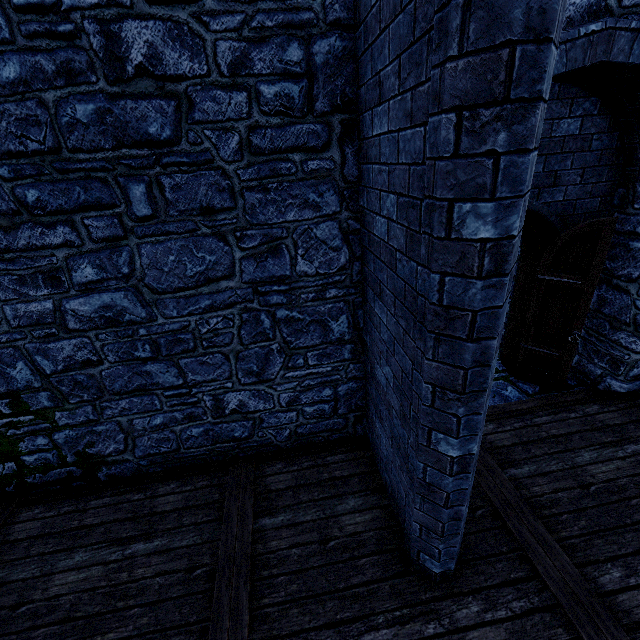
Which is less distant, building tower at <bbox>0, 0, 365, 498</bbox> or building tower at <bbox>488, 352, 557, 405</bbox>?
building tower at <bbox>0, 0, 365, 498</bbox>

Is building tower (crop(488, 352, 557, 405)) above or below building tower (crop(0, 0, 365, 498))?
below

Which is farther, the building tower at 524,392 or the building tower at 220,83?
the building tower at 524,392

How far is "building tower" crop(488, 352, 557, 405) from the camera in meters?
5.0

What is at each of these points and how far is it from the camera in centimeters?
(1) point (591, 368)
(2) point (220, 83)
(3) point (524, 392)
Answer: (1) building tower, 496cm
(2) building tower, 259cm
(3) building tower, 508cm
